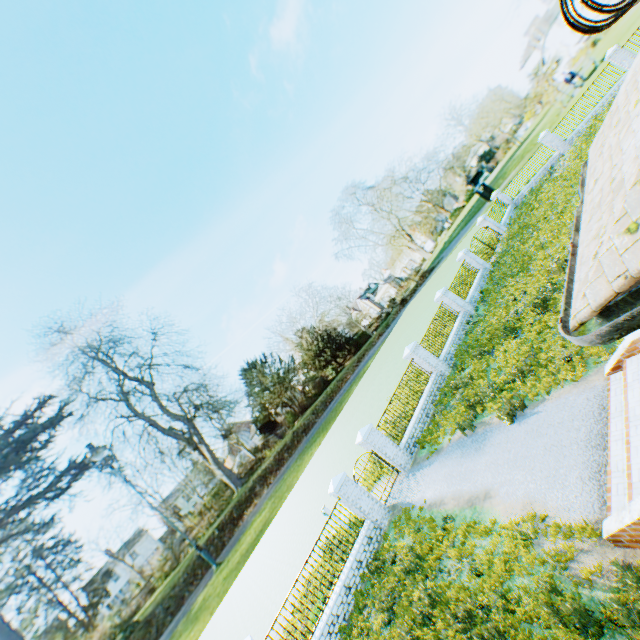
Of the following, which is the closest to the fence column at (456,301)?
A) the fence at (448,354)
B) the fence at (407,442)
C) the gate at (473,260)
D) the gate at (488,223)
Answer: the fence at (448,354)

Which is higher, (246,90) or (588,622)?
(246,90)

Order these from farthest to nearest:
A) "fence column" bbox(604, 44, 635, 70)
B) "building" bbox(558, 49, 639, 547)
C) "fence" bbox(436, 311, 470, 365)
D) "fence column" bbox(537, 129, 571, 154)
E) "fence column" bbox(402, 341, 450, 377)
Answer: "fence column" bbox(537, 129, 571, 154) < "fence column" bbox(604, 44, 635, 70) < "fence" bbox(436, 311, 470, 365) < "fence column" bbox(402, 341, 450, 377) < "building" bbox(558, 49, 639, 547)

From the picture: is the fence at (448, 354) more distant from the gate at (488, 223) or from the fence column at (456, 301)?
the gate at (488, 223)

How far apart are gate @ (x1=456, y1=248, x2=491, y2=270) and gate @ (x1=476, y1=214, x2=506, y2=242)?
4.9 meters

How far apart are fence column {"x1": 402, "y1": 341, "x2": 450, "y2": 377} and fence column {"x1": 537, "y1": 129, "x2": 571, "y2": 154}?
22.00m

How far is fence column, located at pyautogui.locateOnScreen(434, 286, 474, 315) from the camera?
20.1 meters

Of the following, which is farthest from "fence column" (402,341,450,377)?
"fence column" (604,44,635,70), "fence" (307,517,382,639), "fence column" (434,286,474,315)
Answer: "fence column" (604,44,635,70)
